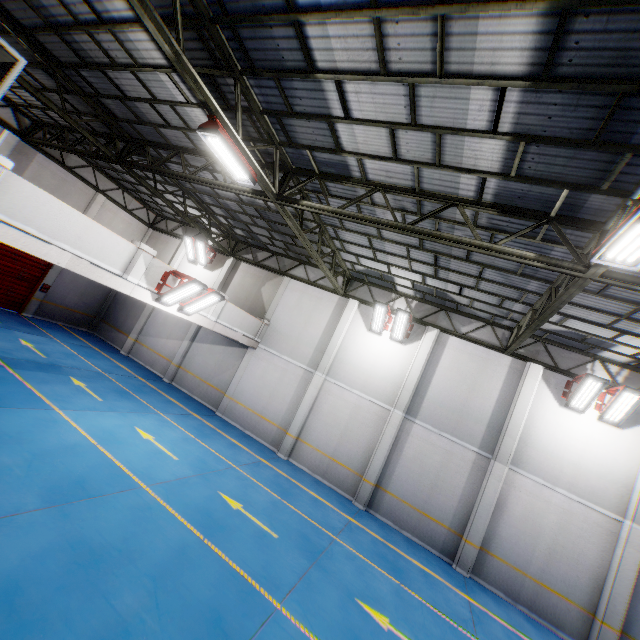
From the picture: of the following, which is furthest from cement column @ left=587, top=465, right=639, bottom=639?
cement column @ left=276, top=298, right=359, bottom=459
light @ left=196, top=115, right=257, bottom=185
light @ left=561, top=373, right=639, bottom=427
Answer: light @ left=196, top=115, right=257, bottom=185

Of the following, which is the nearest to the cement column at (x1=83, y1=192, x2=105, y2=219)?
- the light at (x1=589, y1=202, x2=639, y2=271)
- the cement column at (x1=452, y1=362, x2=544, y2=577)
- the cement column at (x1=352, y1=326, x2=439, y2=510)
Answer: the cement column at (x1=352, y1=326, x2=439, y2=510)

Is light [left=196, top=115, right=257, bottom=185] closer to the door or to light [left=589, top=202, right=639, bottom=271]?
light [left=589, top=202, right=639, bottom=271]

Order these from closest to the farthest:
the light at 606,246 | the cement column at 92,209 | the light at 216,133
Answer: the light at 606,246 → the light at 216,133 → the cement column at 92,209

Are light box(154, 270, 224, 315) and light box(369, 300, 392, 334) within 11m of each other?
yes

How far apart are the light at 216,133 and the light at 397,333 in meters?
8.0

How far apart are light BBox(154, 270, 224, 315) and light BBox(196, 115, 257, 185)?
3.53m

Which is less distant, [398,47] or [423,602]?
[398,47]
